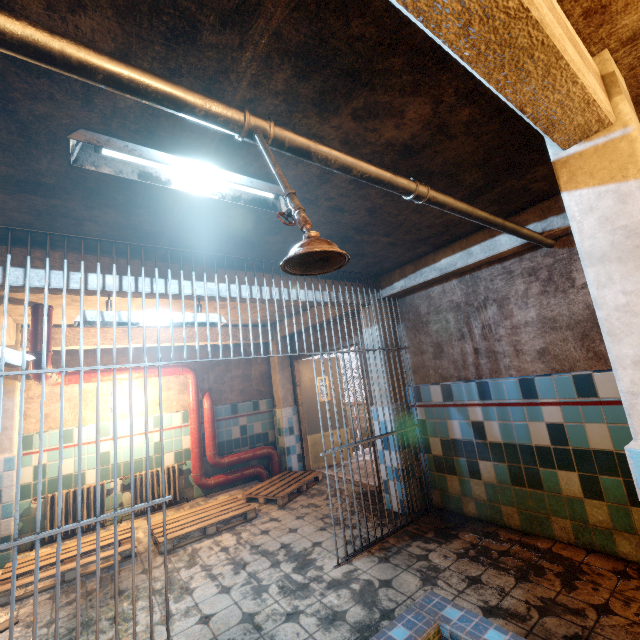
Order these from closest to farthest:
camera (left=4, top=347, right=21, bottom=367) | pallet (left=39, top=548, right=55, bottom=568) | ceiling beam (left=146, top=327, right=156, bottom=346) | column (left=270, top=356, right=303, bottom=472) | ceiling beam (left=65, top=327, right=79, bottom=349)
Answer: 1. camera (left=4, top=347, right=21, bottom=367)
2. pallet (left=39, top=548, right=55, bottom=568)
3. ceiling beam (left=65, top=327, right=79, bottom=349)
4. ceiling beam (left=146, top=327, right=156, bottom=346)
5. column (left=270, top=356, right=303, bottom=472)

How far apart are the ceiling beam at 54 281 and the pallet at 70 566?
2.54m

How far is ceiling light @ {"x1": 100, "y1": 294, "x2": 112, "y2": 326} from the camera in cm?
258

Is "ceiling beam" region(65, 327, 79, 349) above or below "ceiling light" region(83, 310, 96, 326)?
above

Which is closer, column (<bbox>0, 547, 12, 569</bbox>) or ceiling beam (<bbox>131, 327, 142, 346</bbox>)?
column (<bbox>0, 547, 12, 569</bbox>)

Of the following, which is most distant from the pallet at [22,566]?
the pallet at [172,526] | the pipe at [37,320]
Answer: the pipe at [37,320]

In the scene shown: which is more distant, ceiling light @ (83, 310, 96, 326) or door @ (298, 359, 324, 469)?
door @ (298, 359, 324, 469)

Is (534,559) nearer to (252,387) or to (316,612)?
(316,612)
